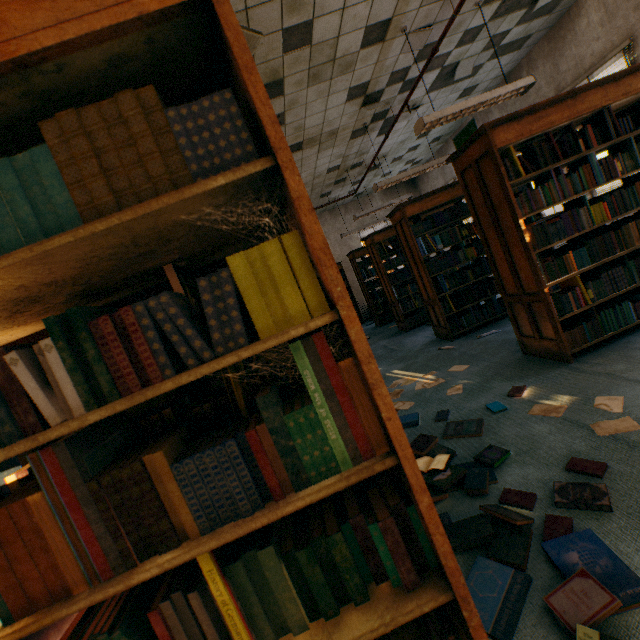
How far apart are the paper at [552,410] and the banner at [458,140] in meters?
6.9 m

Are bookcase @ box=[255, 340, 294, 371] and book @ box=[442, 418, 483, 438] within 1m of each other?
yes

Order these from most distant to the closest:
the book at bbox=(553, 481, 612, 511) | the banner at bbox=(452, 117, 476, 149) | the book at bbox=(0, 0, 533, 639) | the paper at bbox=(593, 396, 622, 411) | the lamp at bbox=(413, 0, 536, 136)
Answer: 1. the banner at bbox=(452, 117, 476, 149)
2. the lamp at bbox=(413, 0, 536, 136)
3. the paper at bbox=(593, 396, 622, 411)
4. the book at bbox=(553, 481, 612, 511)
5. the book at bbox=(0, 0, 533, 639)

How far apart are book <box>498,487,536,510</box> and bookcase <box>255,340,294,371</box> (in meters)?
0.01

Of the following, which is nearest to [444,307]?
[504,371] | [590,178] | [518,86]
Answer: [504,371]

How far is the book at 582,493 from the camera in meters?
1.5

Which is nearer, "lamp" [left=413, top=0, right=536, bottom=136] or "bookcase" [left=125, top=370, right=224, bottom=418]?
"bookcase" [left=125, top=370, right=224, bottom=418]

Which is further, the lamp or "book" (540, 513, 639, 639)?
the lamp
